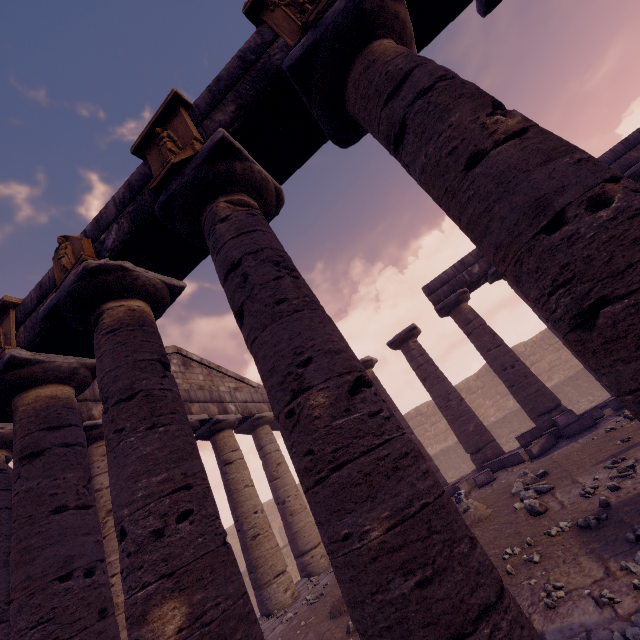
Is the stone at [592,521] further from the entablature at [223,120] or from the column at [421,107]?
the entablature at [223,120]

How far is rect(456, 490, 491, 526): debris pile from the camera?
6.3 meters

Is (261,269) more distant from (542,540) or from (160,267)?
(542,540)

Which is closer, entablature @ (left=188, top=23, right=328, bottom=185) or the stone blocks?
entablature @ (left=188, top=23, right=328, bottom=185)

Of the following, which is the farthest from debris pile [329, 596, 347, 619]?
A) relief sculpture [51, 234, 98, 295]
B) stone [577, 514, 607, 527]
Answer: relief sculpture [51, 234, 98, 295]

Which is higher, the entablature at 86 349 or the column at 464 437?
the entablature at 86 349

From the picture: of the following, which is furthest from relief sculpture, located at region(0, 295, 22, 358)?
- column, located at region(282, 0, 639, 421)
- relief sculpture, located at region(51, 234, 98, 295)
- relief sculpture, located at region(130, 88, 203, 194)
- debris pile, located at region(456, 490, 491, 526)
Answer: debris pile, located at region(456, 490, 491, 526)

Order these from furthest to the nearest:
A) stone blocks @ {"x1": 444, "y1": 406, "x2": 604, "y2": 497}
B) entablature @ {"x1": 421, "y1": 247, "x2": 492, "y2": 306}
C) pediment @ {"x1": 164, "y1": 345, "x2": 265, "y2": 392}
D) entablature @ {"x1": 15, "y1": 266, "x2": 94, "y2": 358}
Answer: entablature @ {"x1": 421, "y1": 247, "x2": 492, "y2": 306} < pediment @ {"x1": 164, "y1": 345, "x2": 265, "y2": 392} < stone blocks @ {"x1": 444, "y1": 406, "x2": 604, "y2": 497} < entablature @ {"x1": 15, "y1": 266, "x2": 94, "y2": 358}
